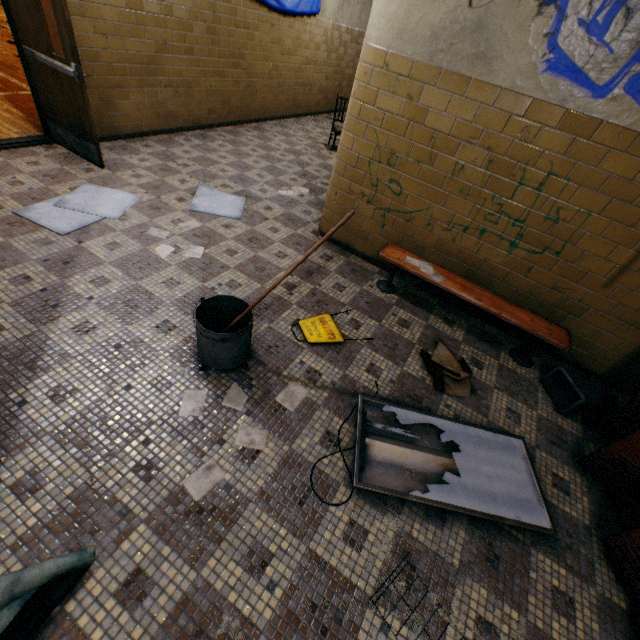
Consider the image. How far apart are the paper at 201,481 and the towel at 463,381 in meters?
1.9 m

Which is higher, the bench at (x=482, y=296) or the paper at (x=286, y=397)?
the bench at (x=482, y=296)

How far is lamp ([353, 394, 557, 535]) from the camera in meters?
2.0 m

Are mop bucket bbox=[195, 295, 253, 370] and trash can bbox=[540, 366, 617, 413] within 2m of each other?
no

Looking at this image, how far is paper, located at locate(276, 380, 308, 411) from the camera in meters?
2.4

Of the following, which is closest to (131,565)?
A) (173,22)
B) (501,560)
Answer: (501,560)

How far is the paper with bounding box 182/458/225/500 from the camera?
1.84m

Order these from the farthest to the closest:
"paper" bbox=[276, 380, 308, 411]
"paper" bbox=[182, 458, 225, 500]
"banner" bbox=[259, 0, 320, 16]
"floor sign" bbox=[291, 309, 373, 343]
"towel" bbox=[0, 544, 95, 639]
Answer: "banner" bbox=[259, 0, 320, 16] → "floor sign" bbox=[291, 309, 373, 343] → "paper" bbox=[276, 380, 308, 411] → "paper" bbox=[182, 458, 225, 500] → "towel" bbox=[0, 544, 95, 639]
